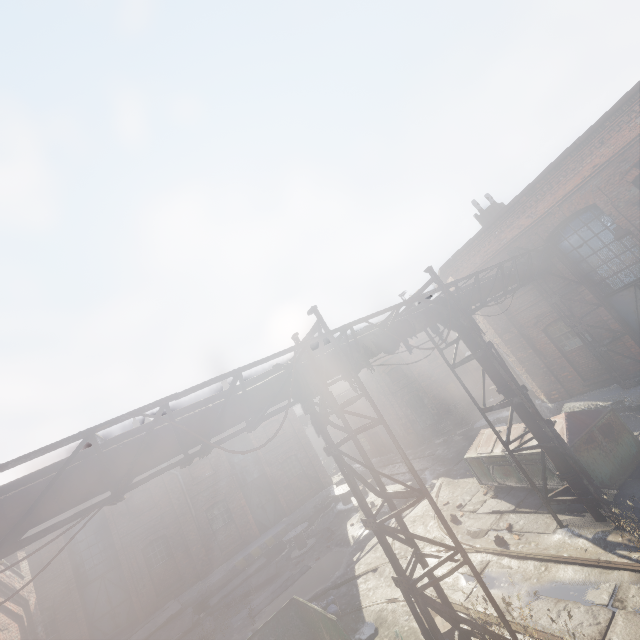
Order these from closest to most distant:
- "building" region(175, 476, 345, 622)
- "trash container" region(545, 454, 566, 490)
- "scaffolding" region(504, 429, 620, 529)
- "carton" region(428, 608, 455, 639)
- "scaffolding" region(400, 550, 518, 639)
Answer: "scaffolding" region(400, 550, 518, 639)
"carton" region(428, 608, 455, 639)
"scaffolding" region(504, 429, 620, 529)
"trash container" region(545, 454, 566, 490)
"building" region(175, 476, 345, 622)

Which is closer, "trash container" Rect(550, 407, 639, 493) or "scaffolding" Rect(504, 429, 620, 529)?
"scaffolding" Rect(504, 429, 620, 529)

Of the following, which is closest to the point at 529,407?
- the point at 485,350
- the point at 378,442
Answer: the point at 485,350

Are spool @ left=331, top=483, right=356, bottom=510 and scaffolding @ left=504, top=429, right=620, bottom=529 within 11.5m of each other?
no

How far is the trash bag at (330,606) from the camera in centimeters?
927cm

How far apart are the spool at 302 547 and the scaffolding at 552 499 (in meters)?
12.97

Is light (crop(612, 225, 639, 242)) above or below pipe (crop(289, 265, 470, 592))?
above

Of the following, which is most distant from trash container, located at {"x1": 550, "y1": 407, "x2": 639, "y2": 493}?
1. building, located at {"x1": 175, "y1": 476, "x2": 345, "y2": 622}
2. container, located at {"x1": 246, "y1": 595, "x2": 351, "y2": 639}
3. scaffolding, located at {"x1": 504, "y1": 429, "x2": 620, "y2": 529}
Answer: building, located at {"x1": 175, "y1": 476, "x2": 345, "y2": 622}
